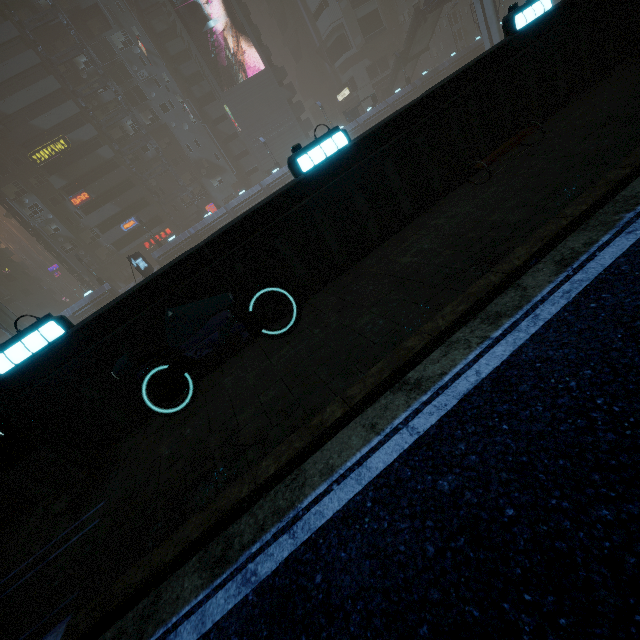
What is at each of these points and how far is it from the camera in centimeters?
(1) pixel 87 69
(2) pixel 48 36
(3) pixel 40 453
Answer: (1) building, 4416cm
(2) building, 4297cm
(3) street light, 470cm

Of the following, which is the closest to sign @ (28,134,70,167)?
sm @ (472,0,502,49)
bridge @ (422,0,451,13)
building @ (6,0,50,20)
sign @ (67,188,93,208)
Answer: building @ (6,0,50,20)

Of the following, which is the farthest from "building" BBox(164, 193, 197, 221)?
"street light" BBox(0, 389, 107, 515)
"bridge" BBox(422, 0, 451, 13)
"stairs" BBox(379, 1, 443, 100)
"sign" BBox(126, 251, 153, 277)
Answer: "bridge" BBox(422, 0, 451, 13)

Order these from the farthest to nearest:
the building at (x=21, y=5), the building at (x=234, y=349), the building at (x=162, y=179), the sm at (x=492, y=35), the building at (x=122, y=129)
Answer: the building at (x=162, y=179), the building at (x=122, y=129), the building at (x=21, y=5), the sm at (x=492, y=35), the building at (x=234, y=349)

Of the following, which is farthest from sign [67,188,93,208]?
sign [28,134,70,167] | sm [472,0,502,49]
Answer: sm [472,0,502,49]

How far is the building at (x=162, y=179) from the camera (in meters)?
50.38

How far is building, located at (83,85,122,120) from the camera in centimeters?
4516cm

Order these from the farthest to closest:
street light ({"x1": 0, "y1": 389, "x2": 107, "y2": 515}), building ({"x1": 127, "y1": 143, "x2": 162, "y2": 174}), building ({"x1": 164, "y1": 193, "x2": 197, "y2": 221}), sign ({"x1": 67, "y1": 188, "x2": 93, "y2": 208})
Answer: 1. building ({"x1": 164, "y1": 193, "x2": 197, "y2": 221})
2. building ({"x1": 127, "y1": 143, "x2": 162, "y2": 174})
3. sign ({"x1": 67, "y1": 188, "x2": 93, "y2": 208})
4. street light ({"x1": 0, "y1": 389, "x2": 107, "y2": 515})
